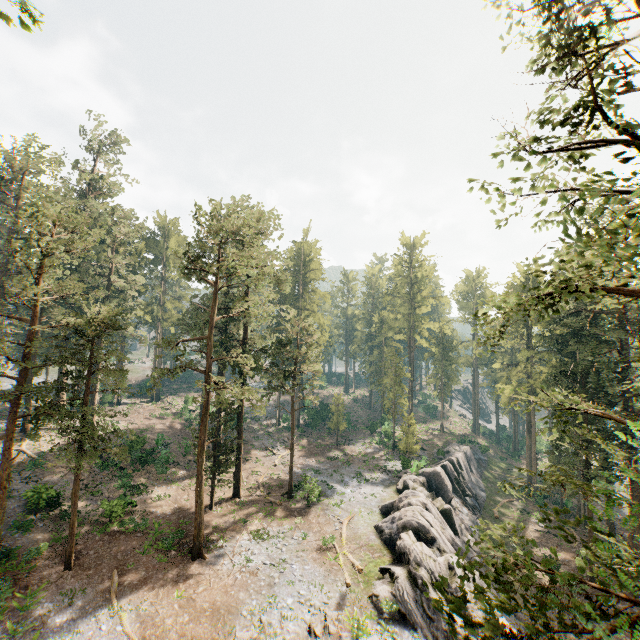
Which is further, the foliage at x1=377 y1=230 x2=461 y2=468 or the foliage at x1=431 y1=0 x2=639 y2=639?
the foliage at x1=377 y1=230 x2=461 y2=468

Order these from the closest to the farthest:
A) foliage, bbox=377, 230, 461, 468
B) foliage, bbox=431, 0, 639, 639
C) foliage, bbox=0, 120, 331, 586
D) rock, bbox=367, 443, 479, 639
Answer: foliage, bbox=431, 0, 639, 639, rock, bbox=367, 443, 479, 639, foliage, bbox=0, 120, 331, 586, foliage, bbox=377, 230, 461, 468

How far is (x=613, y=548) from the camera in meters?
5.8 m

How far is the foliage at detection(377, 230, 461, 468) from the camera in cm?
4681

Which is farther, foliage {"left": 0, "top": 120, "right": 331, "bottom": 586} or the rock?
foliage {"left": 0, "top": 120, "right": 331, "bottom": 586}

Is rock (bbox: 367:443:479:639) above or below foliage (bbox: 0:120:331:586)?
below

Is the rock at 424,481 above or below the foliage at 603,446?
below

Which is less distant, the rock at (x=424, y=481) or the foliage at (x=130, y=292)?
the rock at (x=424, y=481)
